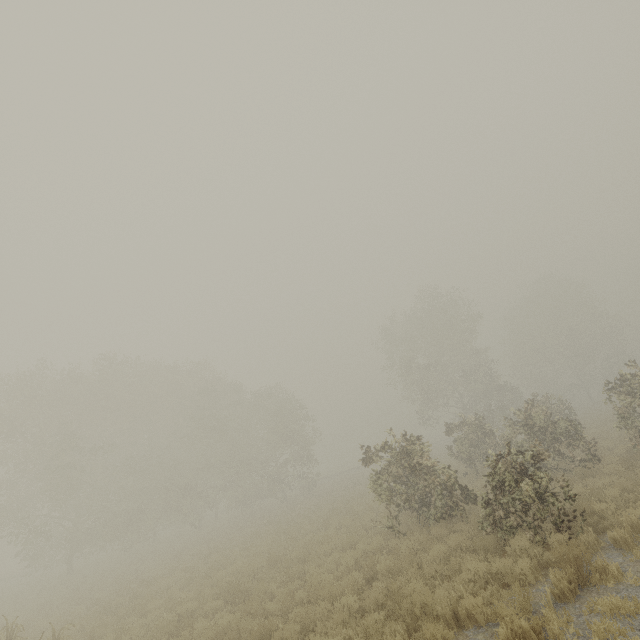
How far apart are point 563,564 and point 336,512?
15.0 meters

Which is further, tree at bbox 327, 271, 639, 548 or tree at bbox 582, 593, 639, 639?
tree at bbox 327, 271, 639, 548

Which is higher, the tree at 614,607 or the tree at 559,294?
the tree at 559,294

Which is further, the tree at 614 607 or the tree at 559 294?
the tree at 559 294

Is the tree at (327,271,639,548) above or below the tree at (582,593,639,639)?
above
